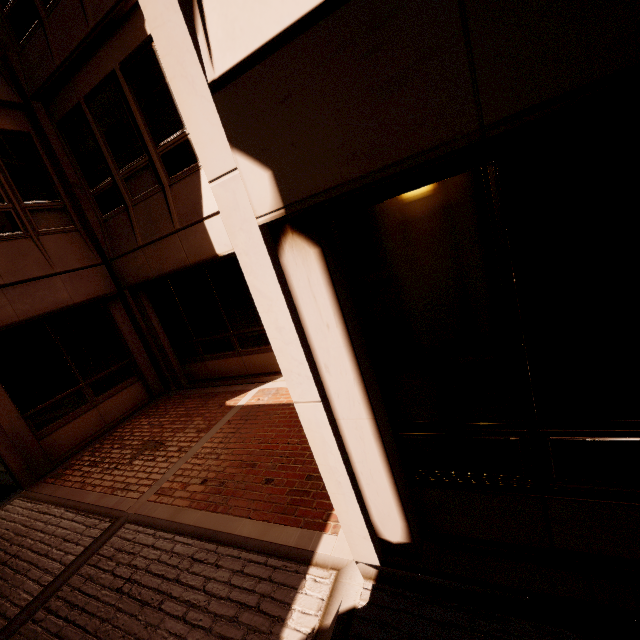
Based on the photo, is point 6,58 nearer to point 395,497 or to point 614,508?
point 395,497
